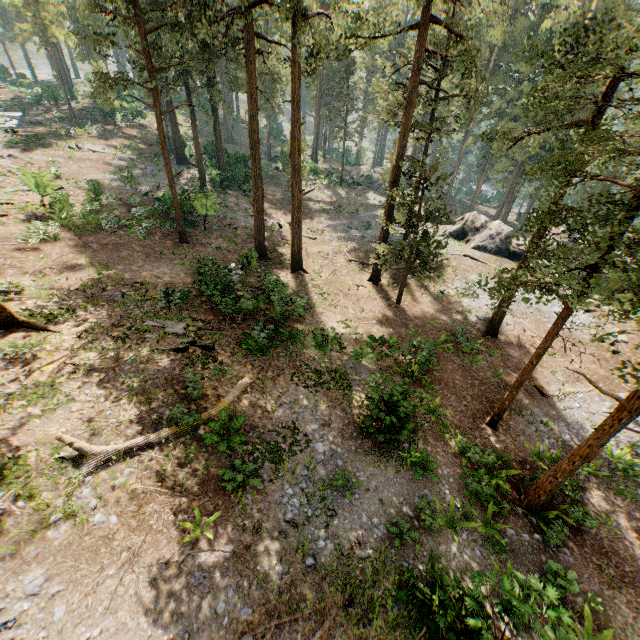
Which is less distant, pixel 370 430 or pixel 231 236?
pixel 370 430

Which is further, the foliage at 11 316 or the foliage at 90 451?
the foliage at 11 316

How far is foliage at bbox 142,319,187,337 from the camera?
15.14m

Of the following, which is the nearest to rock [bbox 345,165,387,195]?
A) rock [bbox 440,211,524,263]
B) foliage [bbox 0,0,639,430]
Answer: rock [bbox 440,211,524,263]

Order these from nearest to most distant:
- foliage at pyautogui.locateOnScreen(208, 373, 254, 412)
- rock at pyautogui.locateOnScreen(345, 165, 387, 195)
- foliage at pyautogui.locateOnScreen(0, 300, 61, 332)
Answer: foliage at pyautogui.locateOnScreen(208, 373, 254, 412), foliage at pyautogui.locateOnScreen(0, 300, 61, 332), rock at pyautogui.locateOnScreen(345, 165, 387, 195)

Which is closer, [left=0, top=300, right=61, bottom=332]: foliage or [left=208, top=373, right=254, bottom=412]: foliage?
[left=208, top=373, right=254, bottom=412]: foliage

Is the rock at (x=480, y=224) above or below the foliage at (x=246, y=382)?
below
